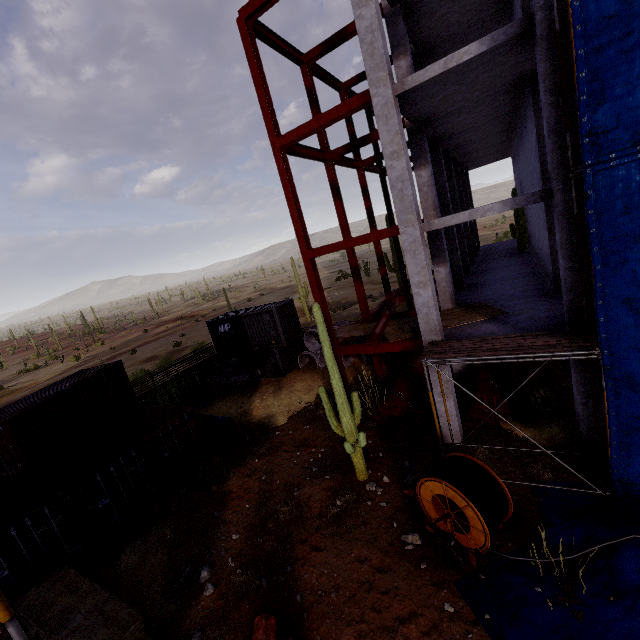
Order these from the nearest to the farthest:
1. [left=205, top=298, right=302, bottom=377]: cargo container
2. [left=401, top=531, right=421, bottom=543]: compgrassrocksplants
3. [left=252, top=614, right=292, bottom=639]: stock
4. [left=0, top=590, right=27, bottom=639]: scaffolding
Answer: [left=0, top=590, right=27, bottom=639]: scaffolding, [left=252, top=614, right=292, bottom=639]: stock, [left=401, top=531, right=421, bottom=543]: compgrassrocksplants, [left=205, top=298, right=302, bottom=377]: cargo container

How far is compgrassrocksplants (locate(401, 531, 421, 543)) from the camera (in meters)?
8.30

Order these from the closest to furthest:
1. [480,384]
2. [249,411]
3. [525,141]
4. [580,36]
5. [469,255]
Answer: [580,36] → [480,384] → [525,141] → [249,411] → [469,255]

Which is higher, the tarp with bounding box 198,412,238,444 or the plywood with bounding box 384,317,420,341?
the plywood with bounding box 384,317,420,341

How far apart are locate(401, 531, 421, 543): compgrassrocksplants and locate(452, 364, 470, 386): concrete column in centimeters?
794cm

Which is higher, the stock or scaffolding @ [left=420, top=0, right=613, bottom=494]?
scaffolding @ [left=420, top=0, right=613, bottom=494]

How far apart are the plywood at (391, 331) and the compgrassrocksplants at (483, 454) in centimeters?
432cm

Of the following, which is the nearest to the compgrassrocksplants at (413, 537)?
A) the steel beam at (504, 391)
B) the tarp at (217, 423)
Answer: the steel beam at (504, 391)
